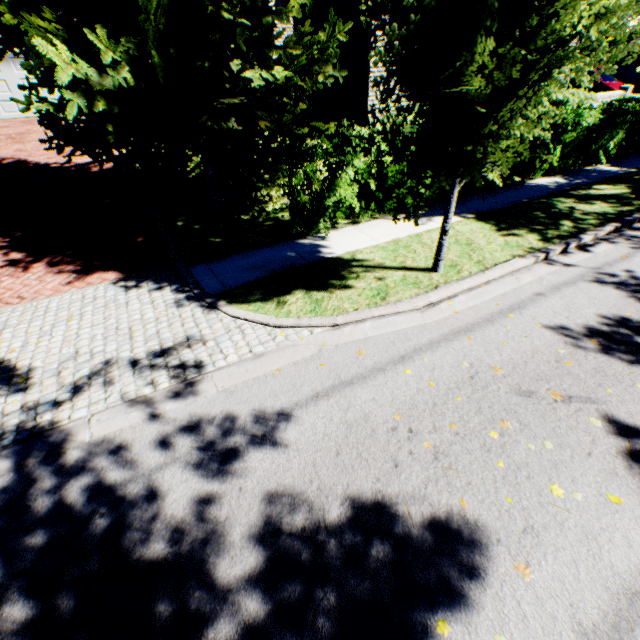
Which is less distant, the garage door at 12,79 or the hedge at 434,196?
the hedge at 434,196

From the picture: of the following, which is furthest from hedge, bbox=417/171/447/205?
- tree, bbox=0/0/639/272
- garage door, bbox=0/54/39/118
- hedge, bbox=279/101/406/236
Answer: garage door, bbox=0/54/39/118

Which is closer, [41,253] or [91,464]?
[91,464]

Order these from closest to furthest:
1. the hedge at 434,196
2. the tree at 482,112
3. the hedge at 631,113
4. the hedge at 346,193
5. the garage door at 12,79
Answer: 1. the tree at 482,112
2. the hedge at 346,193
3. the hedge at 434,196
4. the hedge at 631,113
5. the garage door at 12,79

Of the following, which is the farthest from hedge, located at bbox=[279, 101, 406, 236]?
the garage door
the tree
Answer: the garage door

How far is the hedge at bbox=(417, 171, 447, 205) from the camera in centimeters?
781cm

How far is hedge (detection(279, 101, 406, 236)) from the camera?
6.37m

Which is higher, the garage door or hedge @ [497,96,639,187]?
the garage door
